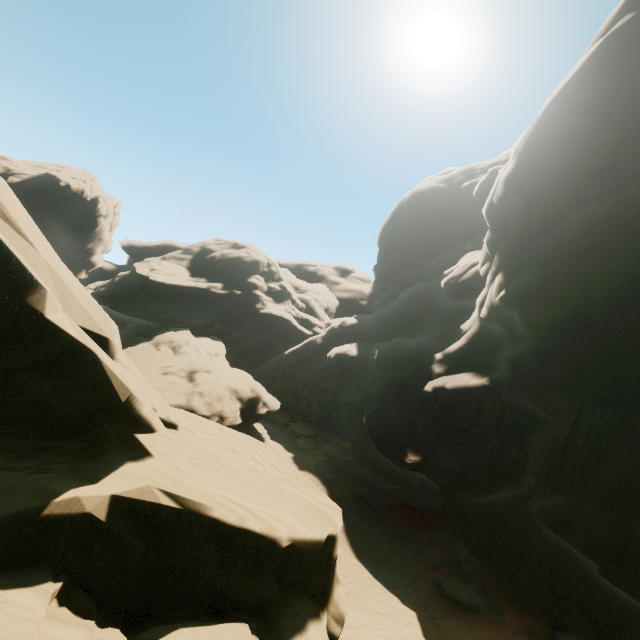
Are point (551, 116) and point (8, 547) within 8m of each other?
no

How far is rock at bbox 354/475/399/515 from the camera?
28.5m

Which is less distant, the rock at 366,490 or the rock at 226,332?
the rock at 226,332

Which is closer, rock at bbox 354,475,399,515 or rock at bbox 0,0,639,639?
rock at bbox 0,0,639,639

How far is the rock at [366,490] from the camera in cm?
2848

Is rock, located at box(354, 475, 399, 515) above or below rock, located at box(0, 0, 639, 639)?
below
